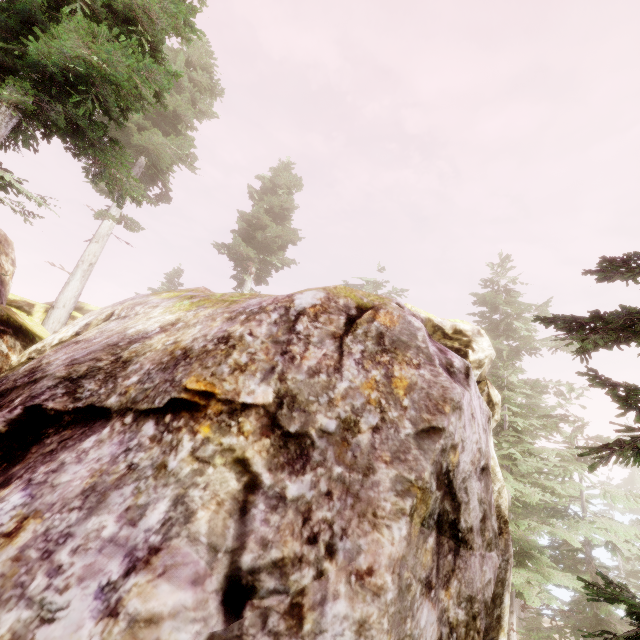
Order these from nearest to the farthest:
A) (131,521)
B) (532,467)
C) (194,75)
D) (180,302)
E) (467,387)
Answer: (131,521), (467,387), (180,302), (532,467), (194,75)

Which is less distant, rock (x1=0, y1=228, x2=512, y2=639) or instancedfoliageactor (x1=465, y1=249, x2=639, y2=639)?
rock (x1=0, y1=228, x2=512, y2=639)

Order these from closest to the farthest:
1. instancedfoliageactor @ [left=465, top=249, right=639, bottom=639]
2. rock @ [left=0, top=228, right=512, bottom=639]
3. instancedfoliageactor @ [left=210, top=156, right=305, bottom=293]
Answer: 1. rock @ [left=0, top=228, right=512, bottom=639]
2. instancedfoliageactor @ [left=465, top=249, right=639, bottom=639]
3. instancedfoliageactor @ [left=210, top=156, right=305, bottom=293]

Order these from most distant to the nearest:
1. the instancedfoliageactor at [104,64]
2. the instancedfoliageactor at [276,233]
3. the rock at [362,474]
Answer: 1. the instancedfoliageactor at [276,233]
2. the instancedfoliageactor at [104,64]
3. the rock at [362,474]

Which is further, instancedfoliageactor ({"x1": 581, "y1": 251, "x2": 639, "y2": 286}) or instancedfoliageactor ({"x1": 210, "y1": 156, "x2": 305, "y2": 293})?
instancedfoliageactor ({"x1": 210, "y1": 156, "x2": 305, "y2": 293})

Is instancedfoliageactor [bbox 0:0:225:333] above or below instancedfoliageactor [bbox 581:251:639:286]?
above

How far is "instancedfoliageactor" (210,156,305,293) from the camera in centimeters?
2714cm

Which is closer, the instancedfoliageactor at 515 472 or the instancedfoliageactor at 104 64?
the instancedfoliageactor at 515 472
